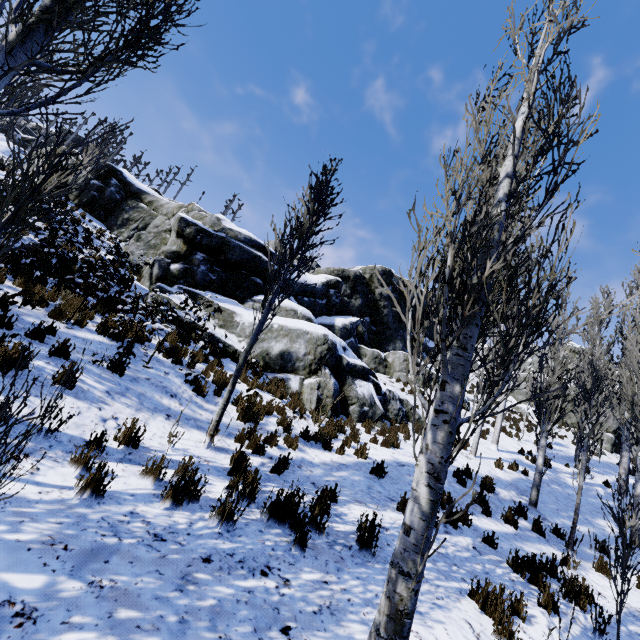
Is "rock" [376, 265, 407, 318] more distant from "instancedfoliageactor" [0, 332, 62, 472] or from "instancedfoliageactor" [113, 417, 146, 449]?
"instancedfoliageactor" [113, 417, 146, 449]

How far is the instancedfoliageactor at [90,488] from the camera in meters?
3.4

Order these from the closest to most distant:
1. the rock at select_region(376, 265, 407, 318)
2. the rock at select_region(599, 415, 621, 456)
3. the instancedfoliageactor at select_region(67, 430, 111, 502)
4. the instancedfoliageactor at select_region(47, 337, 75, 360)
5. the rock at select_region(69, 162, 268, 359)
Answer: the instancedfoliageactor at select_region(67, 430, 111, 502) → the instancedfoliageactor at select_region(47, 337, 75, 360) → the rock at select_region(69, 162, 268, 359) → the rock at select_region(599, 415, 621, 456) → the rock at select_region(376, 265, 407, 318)

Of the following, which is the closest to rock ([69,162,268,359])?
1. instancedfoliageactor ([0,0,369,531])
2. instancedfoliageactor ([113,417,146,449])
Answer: instancedfoliageactor ([0,0,369,531])

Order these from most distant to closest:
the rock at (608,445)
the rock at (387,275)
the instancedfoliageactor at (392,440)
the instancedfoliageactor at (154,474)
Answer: the rock at (387,275)
the rock at (608,445)
the instancedfoliageactor at (392,440)
the instancedfoliageactor at (154,474)

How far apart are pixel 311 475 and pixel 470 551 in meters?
3.0

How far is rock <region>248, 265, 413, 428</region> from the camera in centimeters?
1177cm
